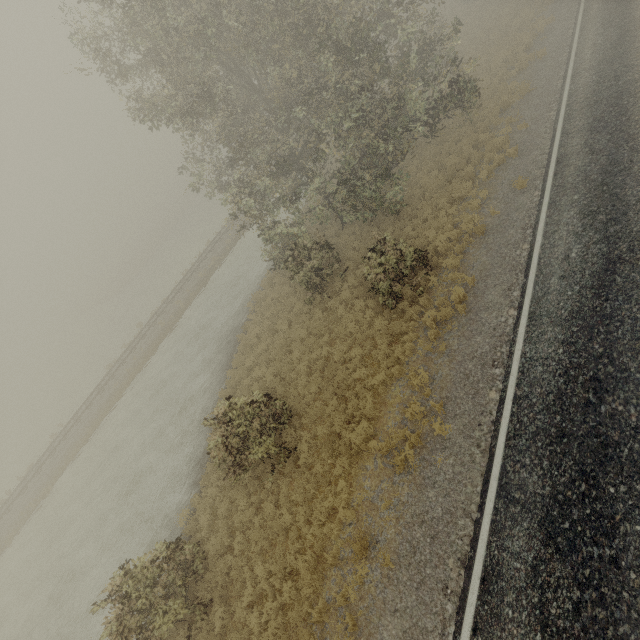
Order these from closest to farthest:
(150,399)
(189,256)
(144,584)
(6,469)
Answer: (144,584) → (150,399) → (6,469) → (189,256)
